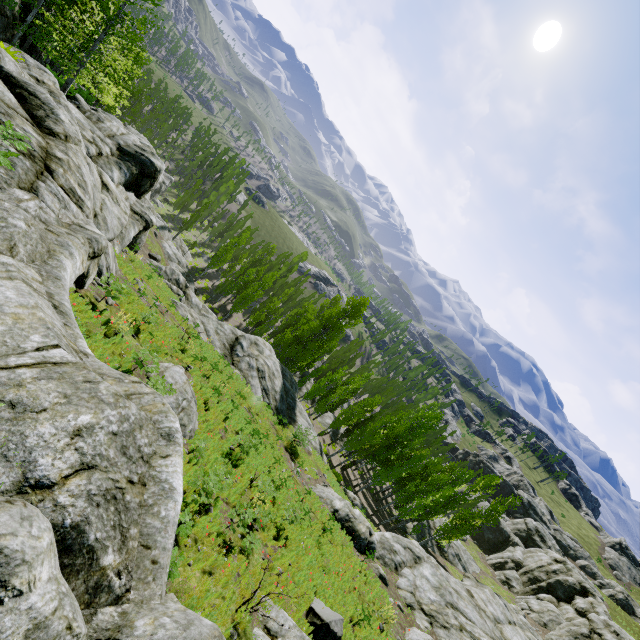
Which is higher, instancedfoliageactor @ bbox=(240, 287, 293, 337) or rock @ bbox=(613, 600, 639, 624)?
rock @ bbox=(613, 600, 639, 624)

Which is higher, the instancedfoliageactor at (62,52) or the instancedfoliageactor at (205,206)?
the instancedfoliageactor at (62,52)

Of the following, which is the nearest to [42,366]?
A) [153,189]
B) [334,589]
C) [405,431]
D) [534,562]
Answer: [334,589]

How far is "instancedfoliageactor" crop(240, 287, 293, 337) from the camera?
43.7m

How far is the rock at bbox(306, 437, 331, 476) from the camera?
28.2m

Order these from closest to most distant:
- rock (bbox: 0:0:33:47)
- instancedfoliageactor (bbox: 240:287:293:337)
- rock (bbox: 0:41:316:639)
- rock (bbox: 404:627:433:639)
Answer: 1. rock (bbox: 0:41:316:639)
2. rock (bbox: 404:627:433:639)
3. rock (bbox: 0:0:33:47)
4. instancedfoliageactor (bbox: 240:287:293:337)

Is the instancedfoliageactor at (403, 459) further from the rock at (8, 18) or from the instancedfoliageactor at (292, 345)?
the rock at (8, 18)
